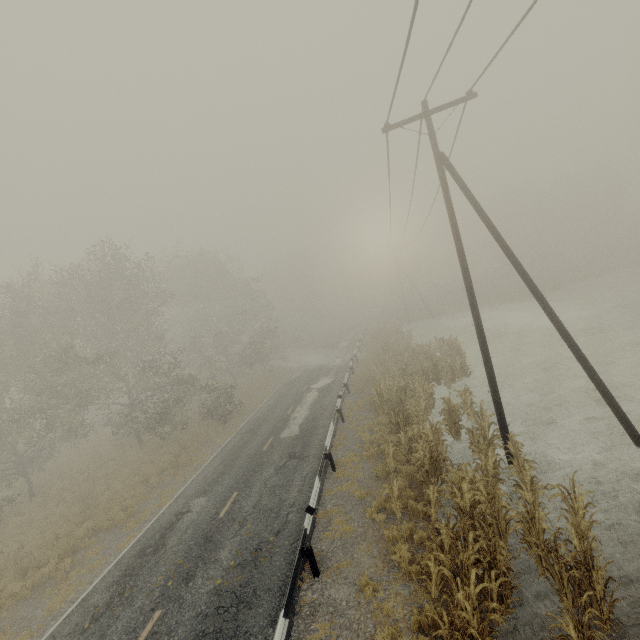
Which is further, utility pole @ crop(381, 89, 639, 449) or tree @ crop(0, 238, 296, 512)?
tree @ crop(0, 238, 296, 512)

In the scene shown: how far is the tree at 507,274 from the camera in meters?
42.9

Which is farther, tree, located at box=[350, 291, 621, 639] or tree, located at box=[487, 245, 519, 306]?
tree, located at box=[487, 245, 519, 306]

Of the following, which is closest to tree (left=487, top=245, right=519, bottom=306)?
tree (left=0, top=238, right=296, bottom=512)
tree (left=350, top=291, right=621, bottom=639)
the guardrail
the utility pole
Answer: the guardrail

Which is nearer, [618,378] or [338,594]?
[338,594]

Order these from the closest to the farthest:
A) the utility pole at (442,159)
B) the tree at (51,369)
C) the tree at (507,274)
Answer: the utility pole at (442,159), the tree at (51,369), the tree at (507,274)

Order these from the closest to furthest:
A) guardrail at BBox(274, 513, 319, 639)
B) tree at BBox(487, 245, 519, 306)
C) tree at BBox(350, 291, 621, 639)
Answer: tree at BBox(350, 291, 621, 639), guardrail at BBox(274, 513, 319, 639), tree at BBox(487, 245, 519, 306)

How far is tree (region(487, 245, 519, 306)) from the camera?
42.9m
